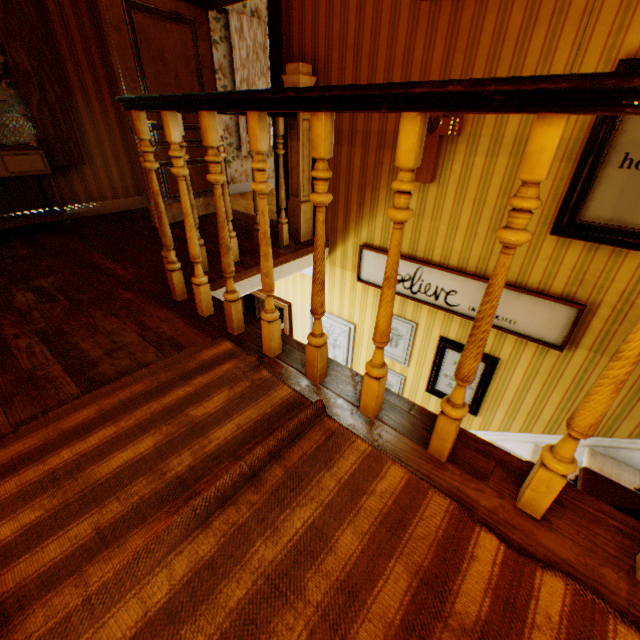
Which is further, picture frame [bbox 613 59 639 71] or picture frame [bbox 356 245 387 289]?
picture frame [bbox 356 245 387 289]

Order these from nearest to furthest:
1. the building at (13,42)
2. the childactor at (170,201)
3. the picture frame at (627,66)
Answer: the building at (13,42)
the picture frame at (627,66)
the childactor at (170,201)

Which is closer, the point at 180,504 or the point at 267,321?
the point at 180,504

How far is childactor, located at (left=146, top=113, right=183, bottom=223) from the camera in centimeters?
366cm

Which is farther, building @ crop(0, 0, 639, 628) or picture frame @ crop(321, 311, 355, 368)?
picture frame @ crop(321, 311, 355, 368)

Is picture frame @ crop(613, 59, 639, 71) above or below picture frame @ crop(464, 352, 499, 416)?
above

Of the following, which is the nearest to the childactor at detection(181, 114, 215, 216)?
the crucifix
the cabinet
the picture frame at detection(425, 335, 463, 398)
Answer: the cabinet

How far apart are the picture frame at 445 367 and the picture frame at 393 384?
0.29m
